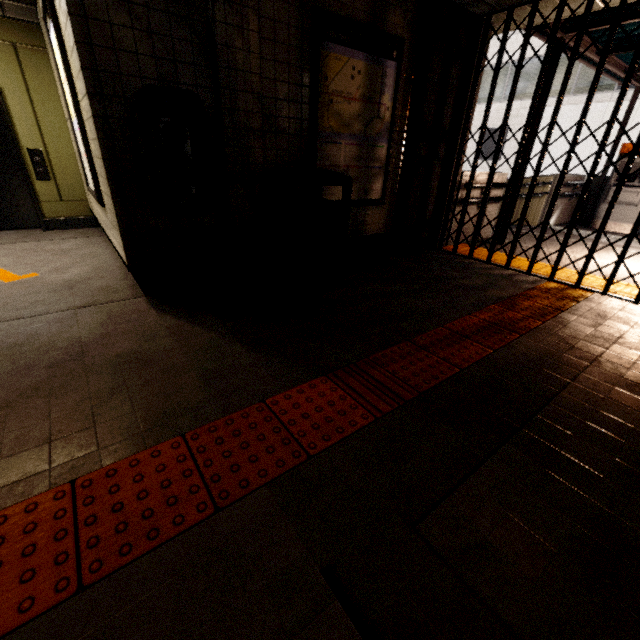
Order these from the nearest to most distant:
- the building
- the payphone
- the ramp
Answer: the building → the payphone → the ramp

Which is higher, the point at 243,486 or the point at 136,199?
the point at 136,199

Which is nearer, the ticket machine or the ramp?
the ticket machine

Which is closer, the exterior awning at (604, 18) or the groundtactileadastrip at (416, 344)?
the groundtactileadastrip at (416, 344)

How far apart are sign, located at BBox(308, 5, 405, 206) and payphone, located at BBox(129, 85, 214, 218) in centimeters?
119cm

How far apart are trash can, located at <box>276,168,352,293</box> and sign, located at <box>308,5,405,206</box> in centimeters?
12cm

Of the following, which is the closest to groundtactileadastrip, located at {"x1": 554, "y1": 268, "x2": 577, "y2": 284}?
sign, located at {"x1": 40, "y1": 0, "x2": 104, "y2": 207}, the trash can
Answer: the trash can

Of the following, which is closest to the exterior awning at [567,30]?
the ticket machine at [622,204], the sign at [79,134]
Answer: the ticket machine at [622,204]
